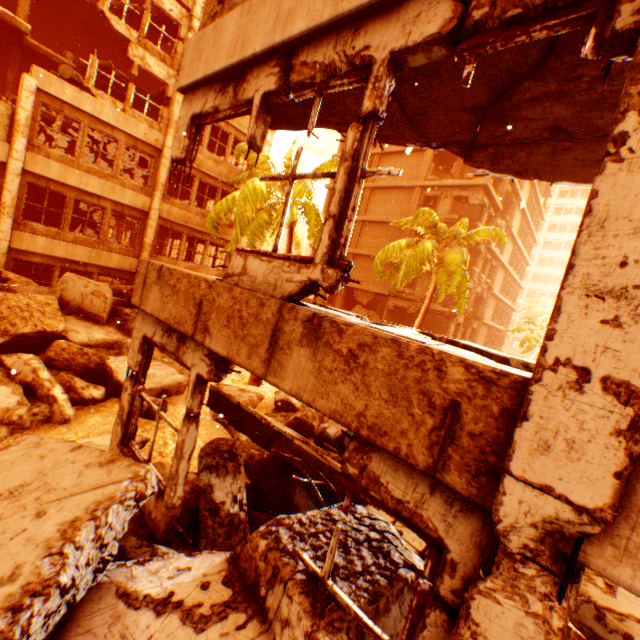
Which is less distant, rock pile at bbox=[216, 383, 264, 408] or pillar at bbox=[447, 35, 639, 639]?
pillar at bbox=[447, 35, 639, 639]

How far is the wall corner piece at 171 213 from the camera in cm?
1608

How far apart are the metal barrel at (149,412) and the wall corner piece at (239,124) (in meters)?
14.81

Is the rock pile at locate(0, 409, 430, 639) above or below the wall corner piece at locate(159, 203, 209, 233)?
below

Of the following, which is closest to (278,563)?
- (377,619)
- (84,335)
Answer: (377,619)

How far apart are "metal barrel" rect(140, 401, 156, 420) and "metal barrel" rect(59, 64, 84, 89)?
13.1 meters

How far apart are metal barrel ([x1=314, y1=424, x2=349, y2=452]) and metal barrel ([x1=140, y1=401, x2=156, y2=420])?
3.95m

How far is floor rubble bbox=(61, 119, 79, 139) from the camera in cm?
1631
